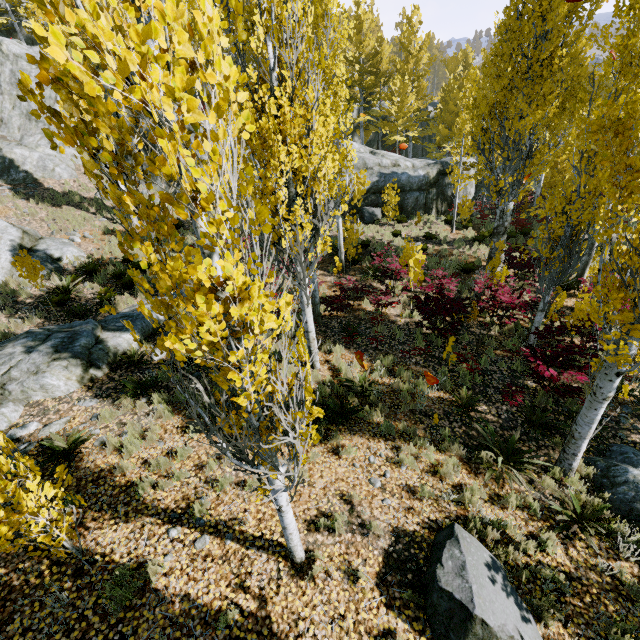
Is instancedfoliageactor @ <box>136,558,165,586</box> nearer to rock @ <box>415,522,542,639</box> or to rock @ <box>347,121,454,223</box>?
rock @ <box>347,121,454,223</box>

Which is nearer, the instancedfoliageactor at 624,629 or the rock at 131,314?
the instancedfoliageactor at 624,629

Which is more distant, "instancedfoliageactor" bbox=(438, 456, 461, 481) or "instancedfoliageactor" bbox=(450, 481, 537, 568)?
"instancedfoliageactor" bbox=(438, 456, 461, 481)

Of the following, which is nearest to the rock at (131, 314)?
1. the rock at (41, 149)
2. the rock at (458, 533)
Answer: the rock at (41, 149)

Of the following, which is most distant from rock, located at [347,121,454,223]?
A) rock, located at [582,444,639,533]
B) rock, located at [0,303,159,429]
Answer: rock, located at [582,444,639,533]

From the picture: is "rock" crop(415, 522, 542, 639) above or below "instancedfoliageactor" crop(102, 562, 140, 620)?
below

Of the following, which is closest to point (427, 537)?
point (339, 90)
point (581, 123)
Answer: point (581, 123)
